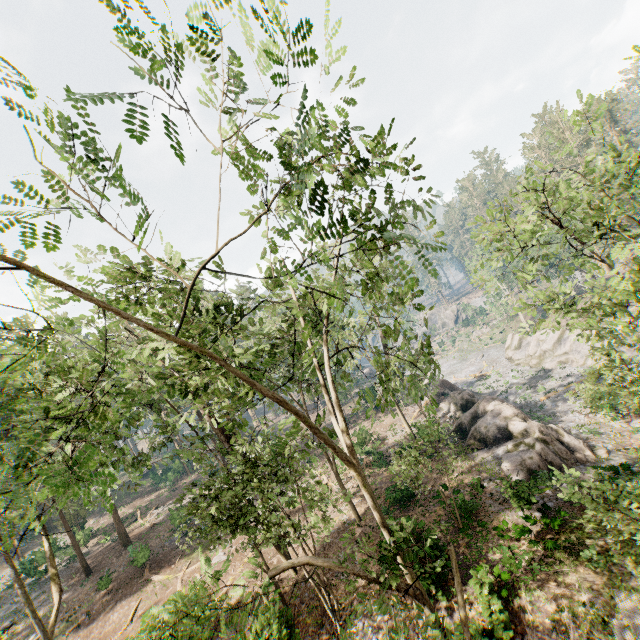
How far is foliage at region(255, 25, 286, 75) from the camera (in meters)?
3.65

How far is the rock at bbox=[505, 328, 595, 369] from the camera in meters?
38.2

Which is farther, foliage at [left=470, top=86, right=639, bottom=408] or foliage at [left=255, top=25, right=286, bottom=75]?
foliage at [left=470, top=86, right=639, bottom=408]

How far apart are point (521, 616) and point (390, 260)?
15.6m

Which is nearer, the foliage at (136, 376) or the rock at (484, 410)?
the foliage at (136, 376)

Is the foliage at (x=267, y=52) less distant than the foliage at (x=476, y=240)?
Yes

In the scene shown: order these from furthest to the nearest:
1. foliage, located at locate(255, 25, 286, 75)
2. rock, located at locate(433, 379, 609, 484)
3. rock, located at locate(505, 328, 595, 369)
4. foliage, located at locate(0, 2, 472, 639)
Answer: rock, located at locate(505, 328, 595, 369)
rock, located at locate(433, 379, 609, 484)
foliage, located at locate(0, 2, 472, 639)
foliage, located at locate(255, 25, 286, 75)
